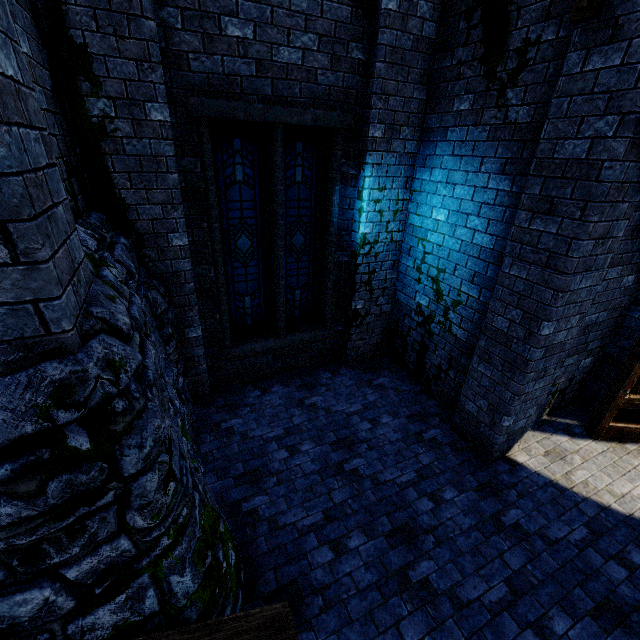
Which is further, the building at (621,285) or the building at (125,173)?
the building at (621,285)

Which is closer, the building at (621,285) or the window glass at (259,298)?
the building at (621,285)

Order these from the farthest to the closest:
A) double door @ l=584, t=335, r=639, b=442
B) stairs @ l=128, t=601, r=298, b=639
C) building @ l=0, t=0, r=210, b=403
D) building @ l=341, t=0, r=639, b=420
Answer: double door @ l=584, t=335, r=639, b=442, building @ l=341, t=0, r=639, b=420, stairs @ l=128, t=601, r=298, b=639, building @ l=0, t=0, r=210, b=403

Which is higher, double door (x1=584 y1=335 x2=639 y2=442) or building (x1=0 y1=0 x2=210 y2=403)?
building (x1=0 y1=0 x2=210 y2=403)

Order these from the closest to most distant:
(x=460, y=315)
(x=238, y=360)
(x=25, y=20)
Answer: (x=25, y=20), (x=460, y=315), (x=238, y=360)

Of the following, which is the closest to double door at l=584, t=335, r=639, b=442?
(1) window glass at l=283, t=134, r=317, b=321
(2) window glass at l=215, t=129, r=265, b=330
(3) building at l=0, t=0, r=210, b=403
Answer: (3) building at l=0, t=0, r=210, b=403

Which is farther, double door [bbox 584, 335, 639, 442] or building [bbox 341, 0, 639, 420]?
double door [bbox 584, 335, 639, 442]

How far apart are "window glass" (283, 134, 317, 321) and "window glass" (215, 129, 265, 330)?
0.2m
